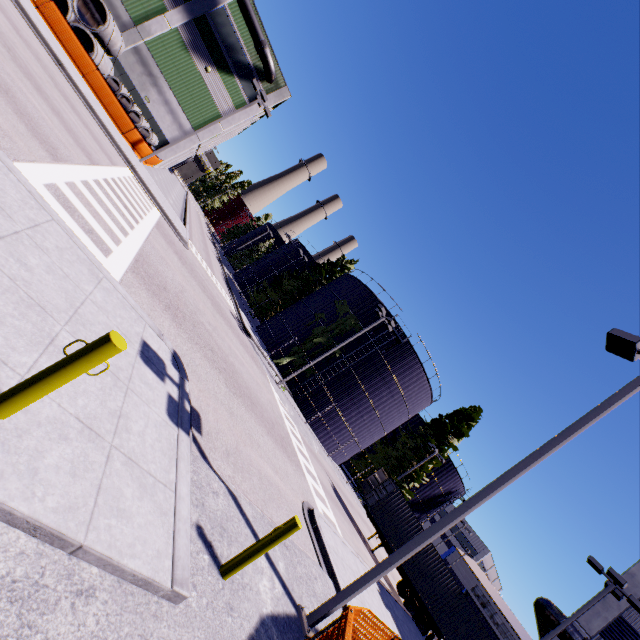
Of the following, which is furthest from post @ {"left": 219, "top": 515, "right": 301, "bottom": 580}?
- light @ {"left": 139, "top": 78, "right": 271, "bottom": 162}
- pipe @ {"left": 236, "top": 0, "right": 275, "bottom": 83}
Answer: pipe @ {"left": 236, "top": 0, "right": 275, "bottom": 83}

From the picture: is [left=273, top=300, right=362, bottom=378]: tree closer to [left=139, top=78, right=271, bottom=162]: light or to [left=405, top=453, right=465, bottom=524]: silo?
[left=405, top=453, right=465, bottom=524]: silo

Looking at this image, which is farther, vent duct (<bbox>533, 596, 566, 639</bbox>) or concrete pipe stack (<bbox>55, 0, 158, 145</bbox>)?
concrete pipe stack (<bbox>55, 0, 158, 145</bbox>)

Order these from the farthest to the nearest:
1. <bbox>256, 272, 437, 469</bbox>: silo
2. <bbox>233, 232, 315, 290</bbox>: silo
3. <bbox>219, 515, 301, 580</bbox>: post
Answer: <bbox>233, 232, 315, 290</bbox>: silo, <bbox>256, 272, 437, 469</bbox>: silo, <bbox>219, 515, 301, 580</bbox>: post

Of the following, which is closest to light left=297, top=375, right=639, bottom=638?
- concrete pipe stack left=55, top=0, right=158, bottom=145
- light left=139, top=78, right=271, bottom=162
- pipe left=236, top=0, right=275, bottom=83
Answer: concrete pipe stack left=55, top=0, right=158, bottom=145

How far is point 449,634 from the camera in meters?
19.8 m

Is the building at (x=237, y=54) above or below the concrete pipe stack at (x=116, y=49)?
above

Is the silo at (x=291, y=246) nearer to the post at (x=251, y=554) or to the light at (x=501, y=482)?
the light at (x=501, y=482)
